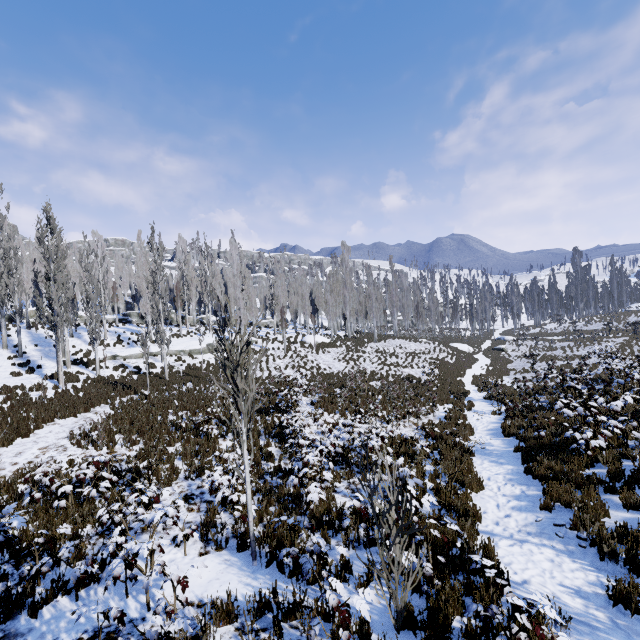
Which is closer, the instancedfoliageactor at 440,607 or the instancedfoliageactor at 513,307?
the instancedfoliageactor at 440,607

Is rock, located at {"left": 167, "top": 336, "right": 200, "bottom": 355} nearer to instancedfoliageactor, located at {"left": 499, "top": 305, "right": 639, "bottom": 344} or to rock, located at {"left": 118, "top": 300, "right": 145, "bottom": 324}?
instancedfoliageactor, located at {"left": 499, "top": 305, "right": 639, "bottom": 344}

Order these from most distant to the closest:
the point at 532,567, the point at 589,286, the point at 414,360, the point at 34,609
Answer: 1. the point at 589,286
2. the point at 414,360
3. the point at 532,567
4. the point at 34,609

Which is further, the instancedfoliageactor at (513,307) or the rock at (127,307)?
Result: the rock at (127,307)

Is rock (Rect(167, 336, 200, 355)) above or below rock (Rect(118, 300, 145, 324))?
below

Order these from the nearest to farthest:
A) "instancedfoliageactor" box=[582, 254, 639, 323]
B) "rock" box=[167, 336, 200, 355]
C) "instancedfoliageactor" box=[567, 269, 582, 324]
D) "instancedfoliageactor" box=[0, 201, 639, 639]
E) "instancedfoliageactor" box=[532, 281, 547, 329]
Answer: "instancedfoliageactor" box=[0, 201, 639, 639] < "rock" box=[167, 336, 200, 355] < "instancedfoliageactor" box=[582, 254, 639, 323] < "instancedfoliageactor" box=[567, 269, 582, 324] < "instancedfoliageactor" box=[532, 281, 547, 329]

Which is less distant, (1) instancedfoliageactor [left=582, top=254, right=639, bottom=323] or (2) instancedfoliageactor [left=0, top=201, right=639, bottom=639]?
(2) instancedfoliageactor [left=0, top=201, right=639, bottom=639]
